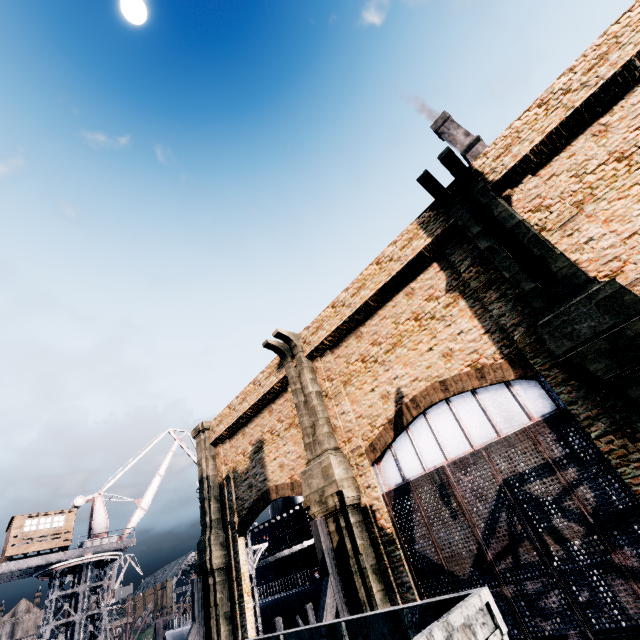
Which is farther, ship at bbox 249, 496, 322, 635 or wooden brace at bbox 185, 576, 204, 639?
ship at bbox 249, 496, 322, 635

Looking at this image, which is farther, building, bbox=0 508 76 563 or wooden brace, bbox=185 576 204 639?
building, bbox=0 508 76 563

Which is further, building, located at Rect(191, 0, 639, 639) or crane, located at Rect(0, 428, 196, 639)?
crane, located at Rect(0, 428, 196, 639)

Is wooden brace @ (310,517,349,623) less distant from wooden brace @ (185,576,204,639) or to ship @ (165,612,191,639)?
wooden brace @ (185,576,204,639)

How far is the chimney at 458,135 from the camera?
50.69m

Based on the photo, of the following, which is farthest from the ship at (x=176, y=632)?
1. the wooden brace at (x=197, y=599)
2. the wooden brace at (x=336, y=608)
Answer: the wooden brace at (x=336, y=608)

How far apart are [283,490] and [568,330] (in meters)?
16.01

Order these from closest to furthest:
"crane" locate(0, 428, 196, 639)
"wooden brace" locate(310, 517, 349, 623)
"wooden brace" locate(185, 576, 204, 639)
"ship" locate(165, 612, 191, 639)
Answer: "wooden brace" locate(310, 517, 349, 623) < "wooden brace" locate(185, 576, 204, 639) < "crane" locate(0, 428, 196, 639) < "ship" locate(165, 612, 191, 639)
